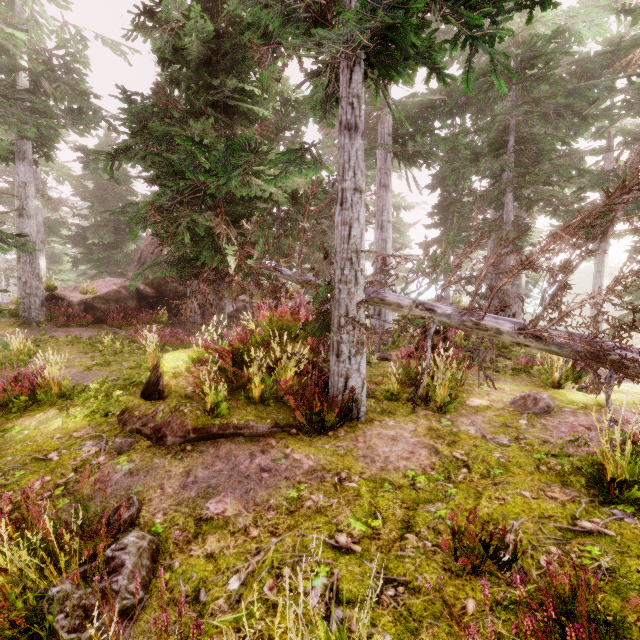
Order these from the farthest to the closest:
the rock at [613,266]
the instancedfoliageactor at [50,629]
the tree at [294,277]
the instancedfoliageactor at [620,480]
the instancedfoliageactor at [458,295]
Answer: the rock at [613,266] → the instancedfoliageactor at [458,295] → the tree at [294,277] → the instancedfoliageactor at [620,480] → the instancedfoliageactor at [50,629]

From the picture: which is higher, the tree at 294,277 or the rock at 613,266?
the rock at 613,266

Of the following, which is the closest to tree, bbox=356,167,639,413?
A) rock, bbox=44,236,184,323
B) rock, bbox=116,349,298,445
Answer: rock, bbox=116,349,298,445

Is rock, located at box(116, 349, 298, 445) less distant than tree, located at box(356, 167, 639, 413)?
No

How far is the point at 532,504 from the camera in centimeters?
358cm

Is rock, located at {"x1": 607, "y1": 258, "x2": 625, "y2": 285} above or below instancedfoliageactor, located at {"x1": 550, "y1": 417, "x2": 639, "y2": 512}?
above

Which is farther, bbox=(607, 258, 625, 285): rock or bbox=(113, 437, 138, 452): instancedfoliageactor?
bbox=(607, 258, 625, 285): rock

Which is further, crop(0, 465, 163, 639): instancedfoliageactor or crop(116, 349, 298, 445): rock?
crop(116, 349, 298, 445): rock
